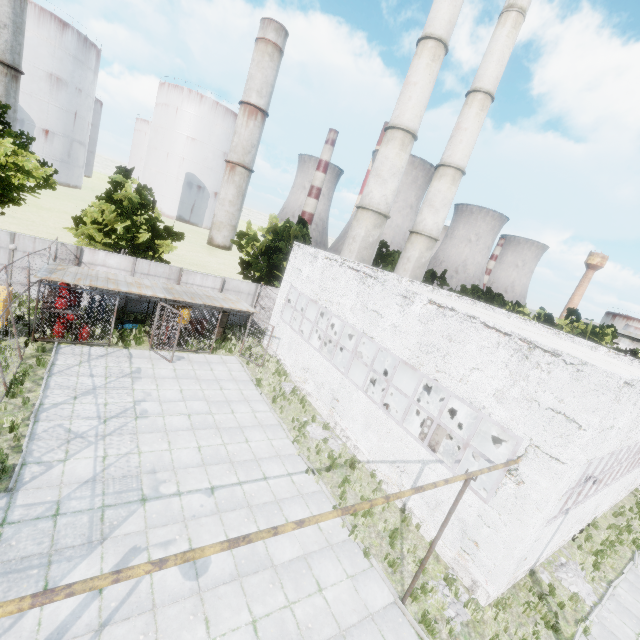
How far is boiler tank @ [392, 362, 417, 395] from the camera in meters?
19.0 m

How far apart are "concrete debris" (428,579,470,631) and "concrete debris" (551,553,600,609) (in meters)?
4.56

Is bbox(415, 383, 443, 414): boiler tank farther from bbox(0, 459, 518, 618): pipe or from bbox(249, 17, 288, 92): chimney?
bbox(249, 17, 288, 92): chimney

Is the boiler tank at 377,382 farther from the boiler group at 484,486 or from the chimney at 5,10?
the chimney at 5,10

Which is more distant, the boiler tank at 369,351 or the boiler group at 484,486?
the boiler tank at 369,351

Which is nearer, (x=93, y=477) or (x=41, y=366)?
(x=93, y=477)

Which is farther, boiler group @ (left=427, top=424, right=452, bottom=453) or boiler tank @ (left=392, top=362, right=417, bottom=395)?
boiler tank @ (left=392, top=362, right=417, bottom=395)

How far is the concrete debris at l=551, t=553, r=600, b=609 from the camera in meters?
11.5
